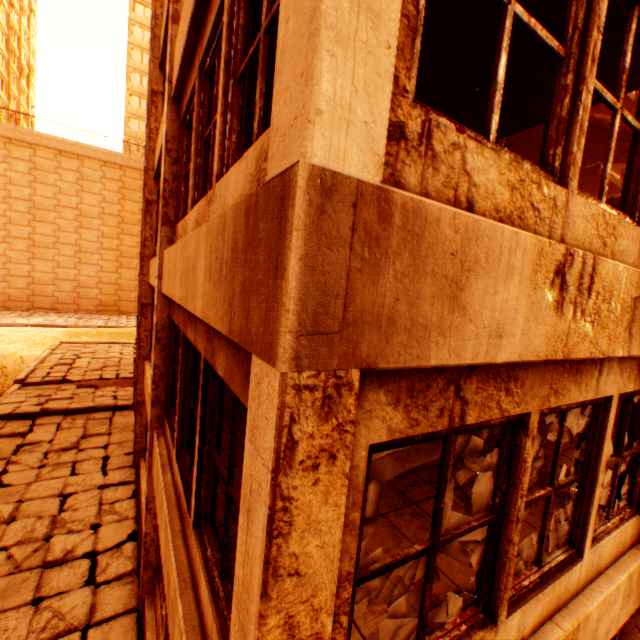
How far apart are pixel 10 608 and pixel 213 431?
6.7 meters

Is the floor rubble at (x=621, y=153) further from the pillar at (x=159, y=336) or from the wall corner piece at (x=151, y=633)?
the wall corner piece at (x=151, y=633)

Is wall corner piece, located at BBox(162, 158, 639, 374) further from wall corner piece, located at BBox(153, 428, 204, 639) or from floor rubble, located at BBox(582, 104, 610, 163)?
wall corner piece, located at BBox(153, 428, 204, 639)

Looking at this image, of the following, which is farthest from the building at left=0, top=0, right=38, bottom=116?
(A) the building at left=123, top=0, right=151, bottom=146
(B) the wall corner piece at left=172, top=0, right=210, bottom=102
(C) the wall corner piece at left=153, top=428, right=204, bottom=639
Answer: (C) the wall corner piece at left=153, top=428, right=204, bottom=639

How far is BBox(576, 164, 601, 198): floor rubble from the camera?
12.7m

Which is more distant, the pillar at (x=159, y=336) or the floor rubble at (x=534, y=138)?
the floor rubble at (x=534, y=138)

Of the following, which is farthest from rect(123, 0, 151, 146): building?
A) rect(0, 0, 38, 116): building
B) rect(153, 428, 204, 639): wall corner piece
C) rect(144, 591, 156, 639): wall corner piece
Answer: rect(144, 591, 156, 639): wall corner piece
